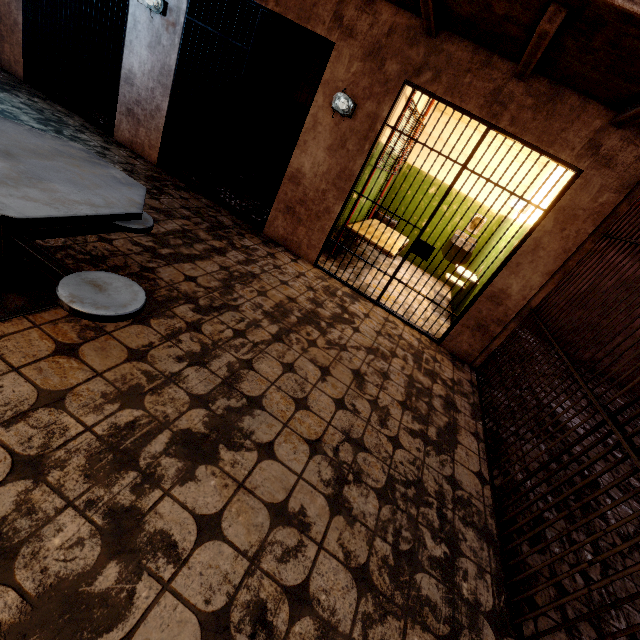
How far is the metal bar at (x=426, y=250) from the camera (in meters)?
3.41

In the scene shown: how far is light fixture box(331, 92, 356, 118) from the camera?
3.6m

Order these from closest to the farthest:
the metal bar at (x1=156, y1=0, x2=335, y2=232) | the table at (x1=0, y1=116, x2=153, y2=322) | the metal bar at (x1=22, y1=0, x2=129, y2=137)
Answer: the table at (x1=0, y1=116, x2=153, y2=322)
the metal bar at (x1=156, y1=0, x2=335, y2=232)
the metal bar at (x1=22, y1=0, x2=129, y2=137)

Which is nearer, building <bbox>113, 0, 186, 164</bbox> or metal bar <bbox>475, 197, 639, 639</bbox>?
metal bar <bbox>475, 197, 639, 639</bbox>

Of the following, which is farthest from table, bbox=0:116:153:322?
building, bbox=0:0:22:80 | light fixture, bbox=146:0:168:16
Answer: light fixture, bbox=146:0:168:16

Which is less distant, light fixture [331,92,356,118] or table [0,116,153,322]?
table [0,116,153,322]

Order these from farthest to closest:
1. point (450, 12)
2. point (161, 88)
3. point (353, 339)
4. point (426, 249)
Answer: point (161, 88)
point (426, 249)
point (353, 339)
point (450, 12)

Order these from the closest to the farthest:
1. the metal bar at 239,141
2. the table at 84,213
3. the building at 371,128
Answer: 1. the table at 84,213
2. the building at 371,128
3. the metal bar at 239,141
